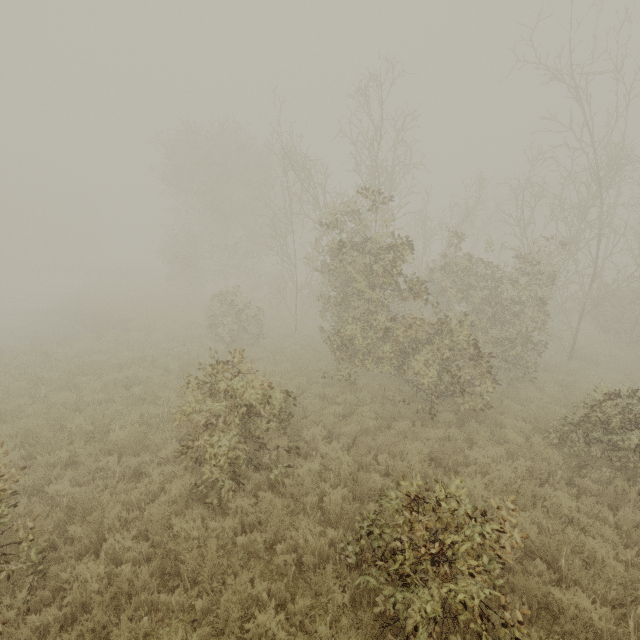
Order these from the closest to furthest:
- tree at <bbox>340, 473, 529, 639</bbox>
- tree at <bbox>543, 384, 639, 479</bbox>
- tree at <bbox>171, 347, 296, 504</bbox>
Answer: tree at <bbox>340, 473, 529, 639</bbox> < tree at <bbox>171, 347, 296, 504</bbox> < tree at <bbox>543, 384, 639, 479</bbox>

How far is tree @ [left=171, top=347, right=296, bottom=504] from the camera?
5.8 meters

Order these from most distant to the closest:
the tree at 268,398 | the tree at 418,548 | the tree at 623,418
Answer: the tree at 623,418, the tree at 268,398, the tree at 418,548

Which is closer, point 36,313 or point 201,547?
point 201,547

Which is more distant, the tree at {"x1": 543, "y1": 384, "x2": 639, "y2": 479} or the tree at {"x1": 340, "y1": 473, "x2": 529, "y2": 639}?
the tree at {"x1": 543, "y1": 384, "x2": 639, "y2": 479}

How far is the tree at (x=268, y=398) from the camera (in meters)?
5.81
